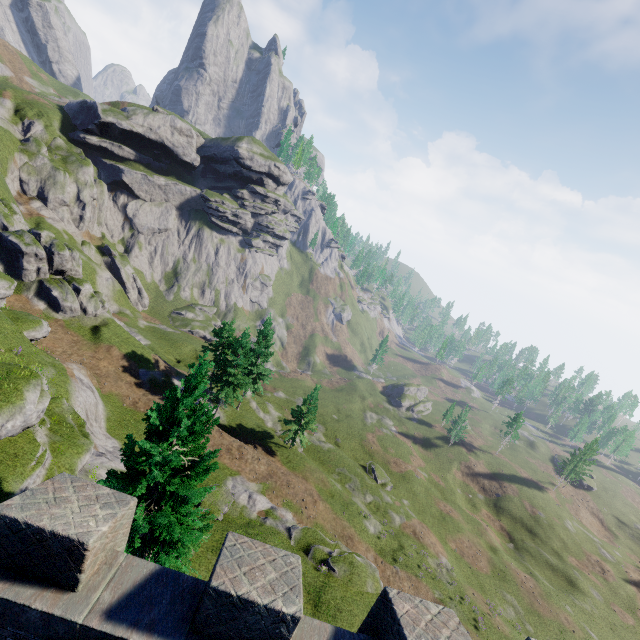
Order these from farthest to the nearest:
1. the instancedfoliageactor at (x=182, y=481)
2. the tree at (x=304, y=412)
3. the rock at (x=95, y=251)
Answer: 1. the rock at (x=95, y=251)
2. the tree at (x=304, y=412)
3. the instancedfoliageactor at (x=182, y=481)

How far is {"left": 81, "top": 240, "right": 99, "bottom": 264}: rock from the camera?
57.94m

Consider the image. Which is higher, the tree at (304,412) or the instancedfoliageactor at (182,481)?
the instancedfoliageactor at (182,481)

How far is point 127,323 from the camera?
55.34m

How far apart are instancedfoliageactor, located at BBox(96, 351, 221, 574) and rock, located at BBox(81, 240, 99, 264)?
58.9m

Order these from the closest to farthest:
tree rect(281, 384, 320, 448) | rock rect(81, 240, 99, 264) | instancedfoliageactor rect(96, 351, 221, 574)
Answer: instancedfoliageactor rect(96, 351, 221, 574), tree rect(281, 384, 320, 448), rock rect(81, 240, 99, 264)

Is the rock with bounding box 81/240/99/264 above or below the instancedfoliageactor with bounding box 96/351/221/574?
below

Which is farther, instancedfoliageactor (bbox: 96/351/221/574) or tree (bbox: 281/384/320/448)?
tree (bbox: 281/384/320/448)
